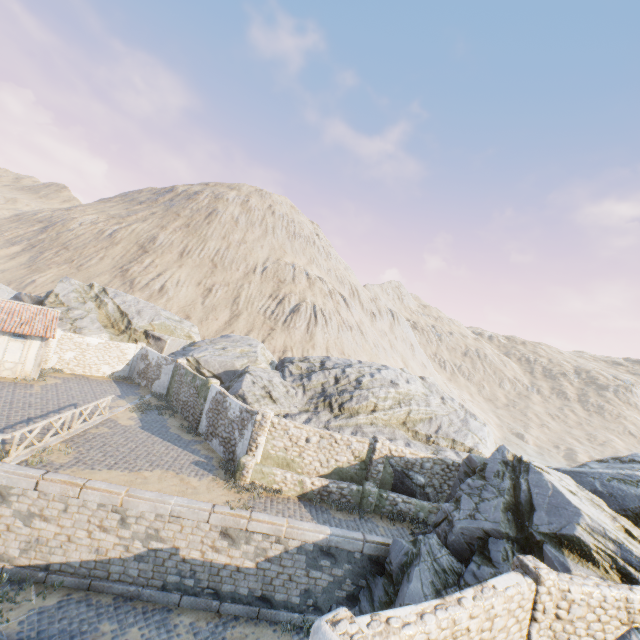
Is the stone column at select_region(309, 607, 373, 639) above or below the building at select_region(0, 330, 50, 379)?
above

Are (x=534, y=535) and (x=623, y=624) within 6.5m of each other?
yes

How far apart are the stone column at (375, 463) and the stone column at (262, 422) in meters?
5.0 m

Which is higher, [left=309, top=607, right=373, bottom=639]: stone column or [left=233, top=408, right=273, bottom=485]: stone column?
[left=309, top=607, right=373, bottom=639]: stone column

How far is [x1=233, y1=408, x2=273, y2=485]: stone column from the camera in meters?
14.3 m

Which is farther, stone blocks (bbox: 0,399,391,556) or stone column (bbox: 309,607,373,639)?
stone blocks (bbox: 0,399,391,556)

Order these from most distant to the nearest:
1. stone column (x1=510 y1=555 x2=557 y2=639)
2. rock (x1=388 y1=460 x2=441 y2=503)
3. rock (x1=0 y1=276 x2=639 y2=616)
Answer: rock (x1=388 y1=460 x2=441 y2=503)
rock (x1=0 y1=276 x2=639 y2=616)
stone column (x1=510 y1=555 x2=557 y2=639)

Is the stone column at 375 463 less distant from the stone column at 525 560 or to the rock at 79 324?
the rock at 79 324
